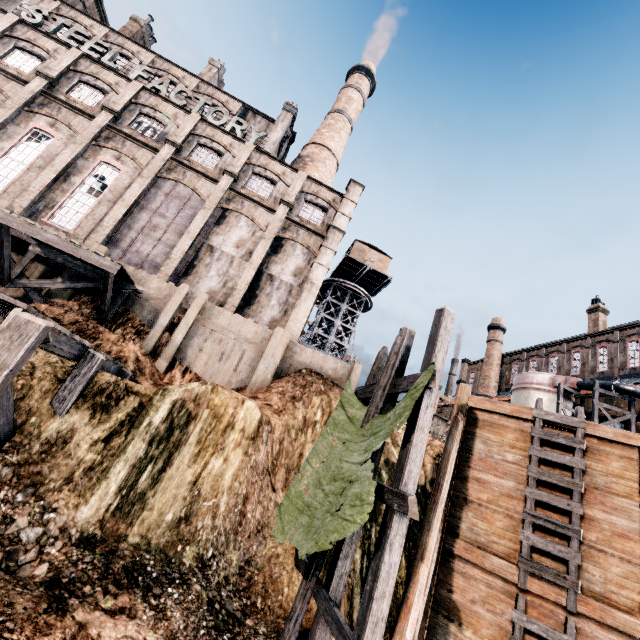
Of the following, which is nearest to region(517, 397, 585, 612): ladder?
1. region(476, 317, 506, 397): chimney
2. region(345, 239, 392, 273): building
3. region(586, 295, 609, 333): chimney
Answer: region(345, 239, 392, 273): building

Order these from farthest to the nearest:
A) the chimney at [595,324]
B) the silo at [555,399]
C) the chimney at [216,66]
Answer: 1. the chimney at [595,324]
2. the chimney at [216,66]
3. the silo at [555,399]

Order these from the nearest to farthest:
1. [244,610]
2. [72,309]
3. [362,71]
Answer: [244,610] < [72,309] < [362,71]

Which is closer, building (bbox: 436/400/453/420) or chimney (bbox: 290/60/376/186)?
chimney (bbox: 290/60/376/186)

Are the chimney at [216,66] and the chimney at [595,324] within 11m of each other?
no

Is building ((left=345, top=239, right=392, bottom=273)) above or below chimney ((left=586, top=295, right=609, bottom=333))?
below

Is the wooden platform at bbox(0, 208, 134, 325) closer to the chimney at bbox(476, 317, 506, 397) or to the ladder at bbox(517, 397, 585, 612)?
the ladder at bbox(517, 397, 585, 612)

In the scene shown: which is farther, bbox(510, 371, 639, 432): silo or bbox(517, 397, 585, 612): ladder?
bbox(510, 371, 639, 432): silo
